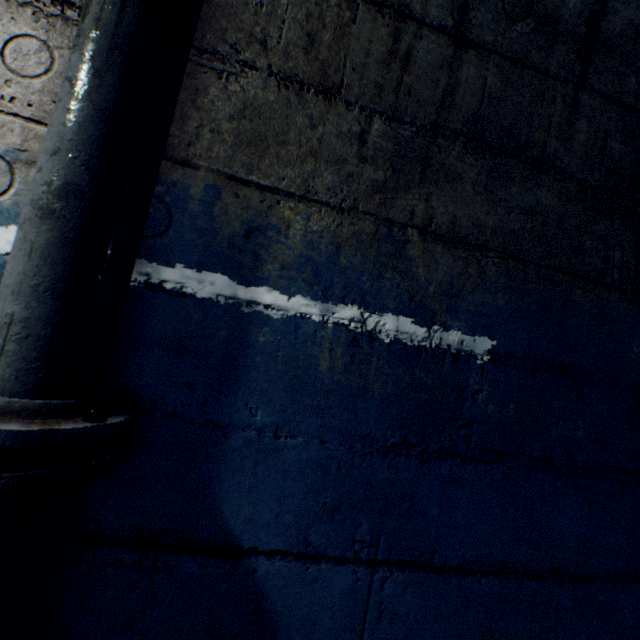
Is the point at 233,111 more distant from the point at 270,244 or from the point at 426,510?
the point at 426,510

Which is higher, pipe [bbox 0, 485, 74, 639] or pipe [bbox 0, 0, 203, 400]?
pipe [bbox 0, 0, 203, 400]

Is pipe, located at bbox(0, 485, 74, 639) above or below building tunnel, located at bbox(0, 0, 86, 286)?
below

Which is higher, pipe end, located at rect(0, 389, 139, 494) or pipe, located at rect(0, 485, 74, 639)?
pipe end, located at rect(0, 389, 139, 494)

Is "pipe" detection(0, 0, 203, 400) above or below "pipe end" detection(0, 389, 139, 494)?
above

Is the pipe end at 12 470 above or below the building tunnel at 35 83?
below

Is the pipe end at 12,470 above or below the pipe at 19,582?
above

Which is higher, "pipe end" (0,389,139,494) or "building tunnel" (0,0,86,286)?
"building tunnel" (0,0,86,286)
